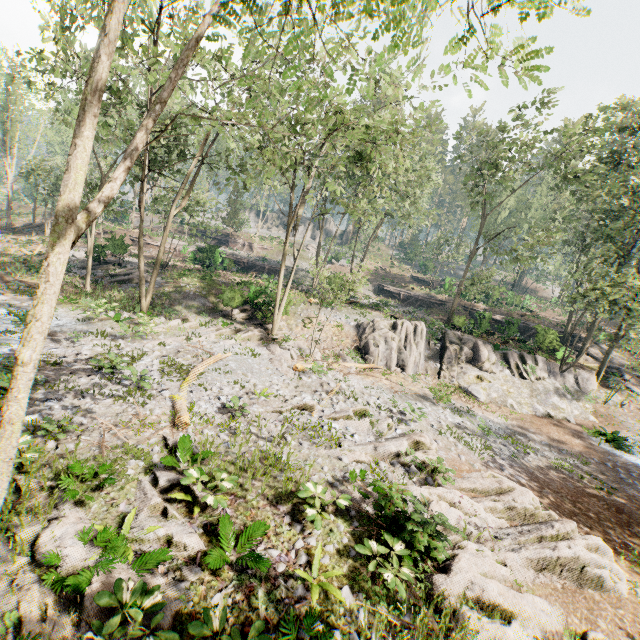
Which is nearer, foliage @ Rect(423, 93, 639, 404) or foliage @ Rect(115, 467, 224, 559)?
foliage @ Rect(115, 467, 224, 559)

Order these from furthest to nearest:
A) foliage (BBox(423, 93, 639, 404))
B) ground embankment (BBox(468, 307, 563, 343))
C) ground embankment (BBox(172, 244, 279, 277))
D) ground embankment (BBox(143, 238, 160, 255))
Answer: ground embankment (BBox(143, 238, 160, 255))
ground embankment (BBox(172, 244, 279, 277))
ground embankment (BBox(468, 307, 563, 343))
foliage (BBox(423, 93, 639, 404))

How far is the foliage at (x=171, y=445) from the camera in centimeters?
914cm

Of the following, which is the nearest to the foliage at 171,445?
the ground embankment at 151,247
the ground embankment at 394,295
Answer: the ground embankment at 151,247

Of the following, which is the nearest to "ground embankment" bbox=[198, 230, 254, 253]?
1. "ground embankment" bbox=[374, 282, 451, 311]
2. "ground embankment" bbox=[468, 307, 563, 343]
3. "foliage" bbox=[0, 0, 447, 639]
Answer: "foliage" bbox=[0, 0, 447, 639]

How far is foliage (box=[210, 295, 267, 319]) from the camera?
24.3 meters

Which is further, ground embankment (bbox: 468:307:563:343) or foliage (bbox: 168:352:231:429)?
ground embankment (bbox: 468:307:563:343)

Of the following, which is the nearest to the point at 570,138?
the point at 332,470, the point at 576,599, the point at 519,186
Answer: the point at 519,186
